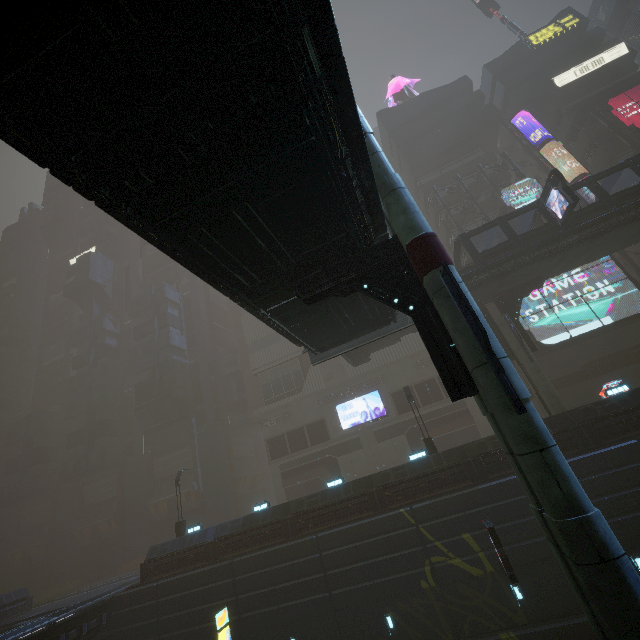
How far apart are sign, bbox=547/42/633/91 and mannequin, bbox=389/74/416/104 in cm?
1564

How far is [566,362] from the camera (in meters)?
27.23

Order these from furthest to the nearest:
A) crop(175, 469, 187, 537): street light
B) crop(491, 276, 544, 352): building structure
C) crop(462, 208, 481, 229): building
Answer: crop(462, 208, 481, 229): building → crop(175, 469, 187, 537): street light → crop(491, 276, 544, 352): building structure

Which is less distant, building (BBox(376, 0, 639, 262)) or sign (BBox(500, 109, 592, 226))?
sign (BBox(500, 109, 592, 226))

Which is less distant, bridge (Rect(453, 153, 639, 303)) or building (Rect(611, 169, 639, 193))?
bridge (Rect(453, 153, 639, 303))

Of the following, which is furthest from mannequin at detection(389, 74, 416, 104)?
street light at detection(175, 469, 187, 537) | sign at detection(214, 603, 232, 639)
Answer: street light at detection(175, 469, 187, 537)

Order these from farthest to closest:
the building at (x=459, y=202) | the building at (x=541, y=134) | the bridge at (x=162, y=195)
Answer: the building at (x=459, y=202) < the building at (x=541, y=134) < the bridge at (x=162, y=195)

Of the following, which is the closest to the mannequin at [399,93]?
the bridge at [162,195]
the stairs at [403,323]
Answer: the stairs at [403,323]
